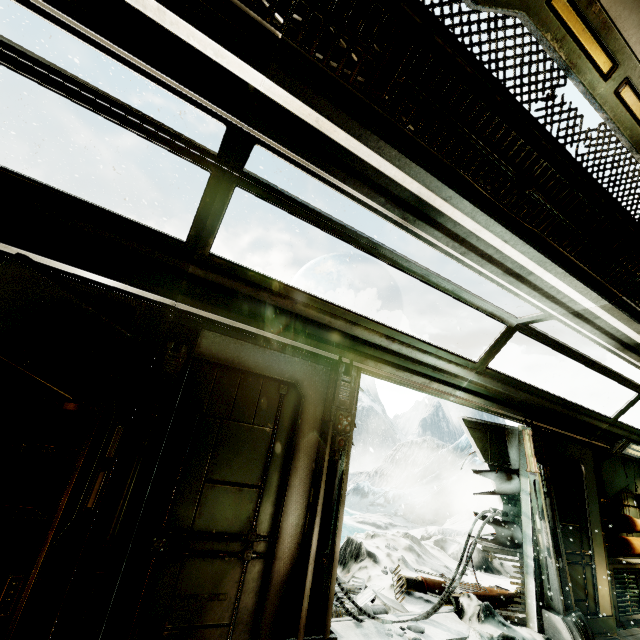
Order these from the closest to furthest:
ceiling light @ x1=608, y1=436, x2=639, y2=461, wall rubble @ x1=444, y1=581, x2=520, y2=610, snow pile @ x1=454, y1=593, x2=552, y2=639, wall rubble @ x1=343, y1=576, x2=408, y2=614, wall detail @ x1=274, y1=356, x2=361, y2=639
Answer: wall detail @ x1=274, y1=356, x2=361, y2=639
snow pile @ x1=454, y1=593, x2=552, y2=639
wall rubble @ x1=343, y1=576, x2=408, y2=614
wall rubble @ x1=444, y1=581, x2=520, y2=610
ceiling light @ x1=608, y1=436, x2=639, y2=461

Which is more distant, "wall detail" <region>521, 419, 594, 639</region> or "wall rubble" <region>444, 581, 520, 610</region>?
"wall rubble" <region>444, 581, 520, 610</region>

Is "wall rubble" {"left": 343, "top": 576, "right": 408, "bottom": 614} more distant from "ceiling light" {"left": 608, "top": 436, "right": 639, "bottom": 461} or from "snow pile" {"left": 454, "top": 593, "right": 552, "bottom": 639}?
"ceiling light" {"left": 608, "top": 436, "right": 639, "bottom": 461}

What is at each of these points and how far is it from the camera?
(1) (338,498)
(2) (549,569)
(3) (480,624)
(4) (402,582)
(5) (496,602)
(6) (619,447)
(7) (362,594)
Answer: (1) wall detail, 3.02m
(2) wall detail, 4.31m
(3) snow pile, 4.17m
(4) wall rubble, 5.29m
(5) wall rubble, 4.75m
(6) ceiling light, 6.04m
(7) wall rubble, 4.41m

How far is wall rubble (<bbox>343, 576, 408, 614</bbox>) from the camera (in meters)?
4.15

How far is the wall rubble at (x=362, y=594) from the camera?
4.1 meters

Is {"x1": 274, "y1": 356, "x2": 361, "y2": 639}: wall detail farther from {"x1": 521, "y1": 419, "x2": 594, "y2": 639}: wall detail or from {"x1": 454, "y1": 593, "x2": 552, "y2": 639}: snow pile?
{"x1": 521, "y1": 419, "x2": 594, "y2": 639}: wall detail

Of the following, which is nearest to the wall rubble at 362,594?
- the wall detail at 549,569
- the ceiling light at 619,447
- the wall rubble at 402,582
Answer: the wall rubble at 402,582
